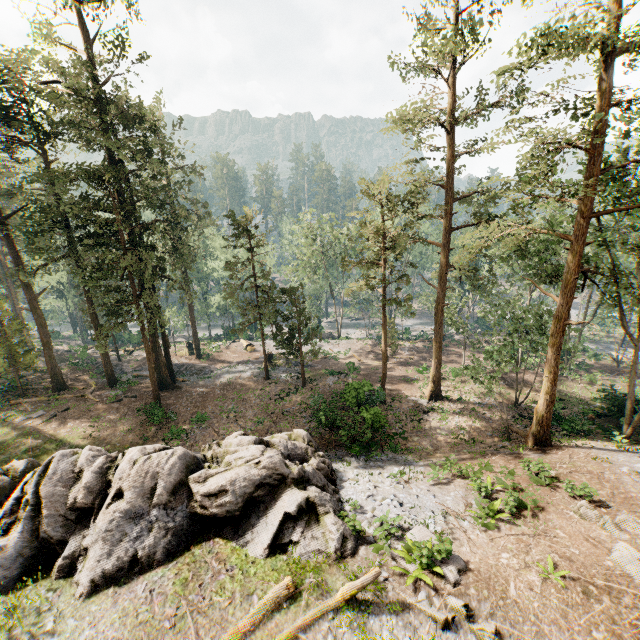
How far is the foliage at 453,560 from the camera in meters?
9.8 m

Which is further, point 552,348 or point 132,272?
point 132,272

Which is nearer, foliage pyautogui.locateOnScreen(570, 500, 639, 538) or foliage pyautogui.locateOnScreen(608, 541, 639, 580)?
foliage pyautogui.locateOnScreen(608, 541, 639, 580)

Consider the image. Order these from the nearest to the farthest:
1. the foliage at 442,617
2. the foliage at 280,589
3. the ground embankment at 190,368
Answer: the foliage at 442,617 < the foliage at 280,589 < the ground embankment at 190,368

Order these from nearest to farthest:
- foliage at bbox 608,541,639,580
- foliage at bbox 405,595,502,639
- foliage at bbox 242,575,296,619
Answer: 1. foliage at bbox 405,595,502,639
2. foliage at bbox 242,575,296,619
3. foliage at bbox 608,541,639,580

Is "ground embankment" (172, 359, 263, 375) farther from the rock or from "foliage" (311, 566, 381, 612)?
the rock

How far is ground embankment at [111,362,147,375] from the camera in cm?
3572
